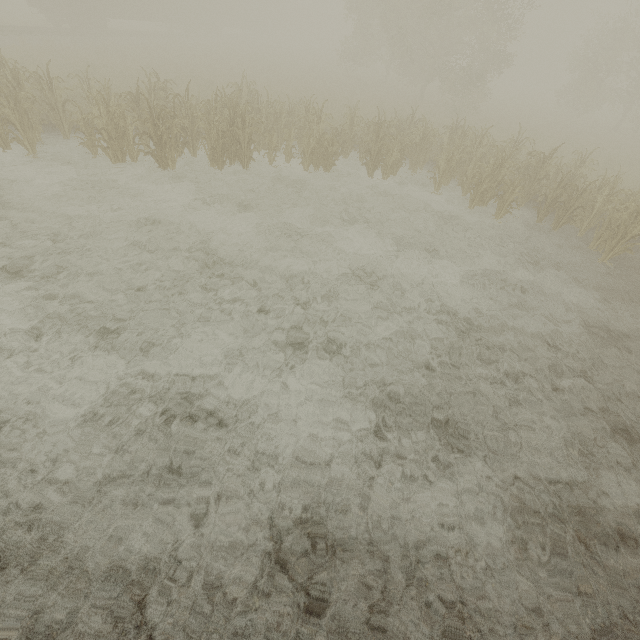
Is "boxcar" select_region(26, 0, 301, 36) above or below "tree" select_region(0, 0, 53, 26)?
above

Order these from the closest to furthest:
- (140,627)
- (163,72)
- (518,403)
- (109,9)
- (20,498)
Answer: (140,627)
(20,498)
(518,403)
(163,72)
(109,9)

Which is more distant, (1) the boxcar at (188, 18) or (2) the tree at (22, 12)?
(2) the tree at (22, 12)

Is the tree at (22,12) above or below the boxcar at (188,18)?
below

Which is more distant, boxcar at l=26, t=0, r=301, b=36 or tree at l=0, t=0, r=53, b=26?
tree at l=0, t=0, r=53, b=26
